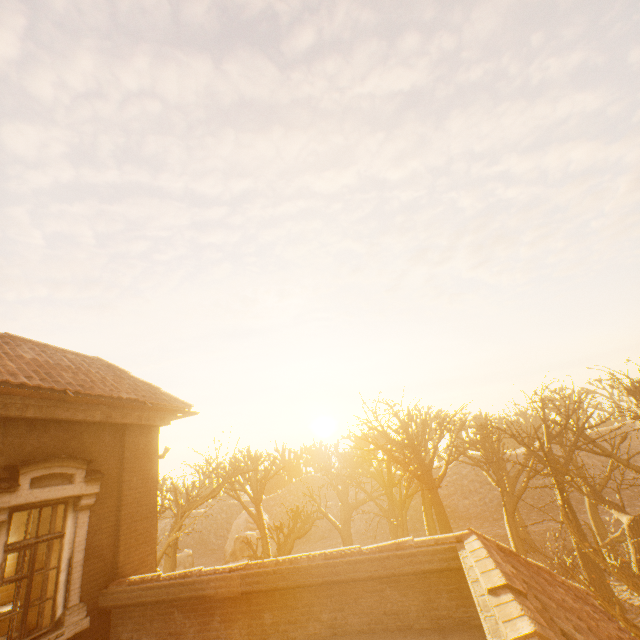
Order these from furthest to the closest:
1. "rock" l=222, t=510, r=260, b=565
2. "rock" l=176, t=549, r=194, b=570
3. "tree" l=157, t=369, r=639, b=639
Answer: "rock" l=176, t=549, r=194, b=570 → "rock" l=222, t=510, r=260, b=565 → "tree" l=157, t=369, r=639, b=639

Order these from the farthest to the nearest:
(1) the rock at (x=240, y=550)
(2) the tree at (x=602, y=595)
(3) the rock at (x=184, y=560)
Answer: (3) the rock at (x=184, y=560), (1) the rock at (x=240, y=550), (2) the tree at (x=602, y=595)

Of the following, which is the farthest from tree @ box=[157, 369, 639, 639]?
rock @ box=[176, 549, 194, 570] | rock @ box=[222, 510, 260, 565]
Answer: rock @ box=[176, 549, 194, 570]

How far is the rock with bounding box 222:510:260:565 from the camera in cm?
3215

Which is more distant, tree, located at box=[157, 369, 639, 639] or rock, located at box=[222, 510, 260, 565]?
rock, located at box=[222, 510, 260, 565]

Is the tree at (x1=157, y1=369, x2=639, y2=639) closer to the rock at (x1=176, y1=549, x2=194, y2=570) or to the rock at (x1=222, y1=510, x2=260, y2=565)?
the rock at (x1=222, y1=510, x2=260, y2=565)

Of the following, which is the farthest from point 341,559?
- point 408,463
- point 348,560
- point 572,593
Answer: point 408,463

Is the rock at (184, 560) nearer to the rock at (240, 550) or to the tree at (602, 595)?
the rock at (240, 550)
